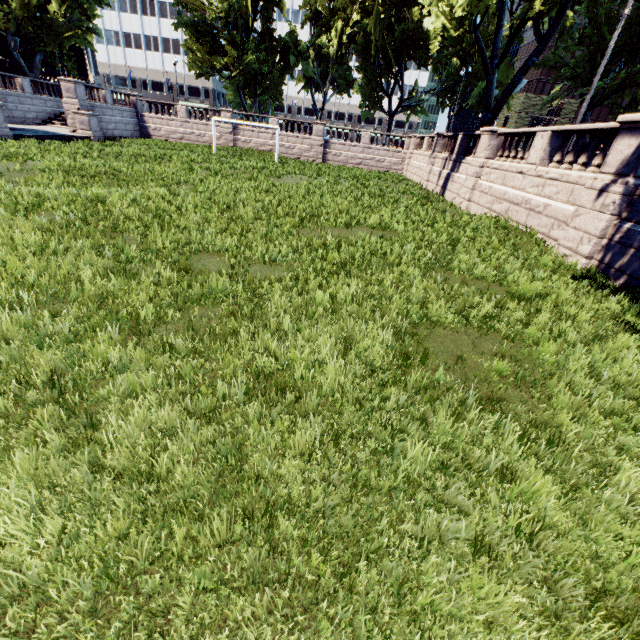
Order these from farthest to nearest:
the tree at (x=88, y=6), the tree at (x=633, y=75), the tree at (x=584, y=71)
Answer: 1. the tree at (x=88, y=6)
2. the tree at (x=584, y=71)
3. the tree at (x=633, y=75)

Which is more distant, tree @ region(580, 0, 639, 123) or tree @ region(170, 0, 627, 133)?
tree @ region(170, 0, 627, 133)

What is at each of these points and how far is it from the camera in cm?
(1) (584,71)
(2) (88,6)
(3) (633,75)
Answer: (1) tree, 2012
(2) tree, 3269
(3) tree, 1830

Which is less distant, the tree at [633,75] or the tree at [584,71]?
the tree at [633,75]

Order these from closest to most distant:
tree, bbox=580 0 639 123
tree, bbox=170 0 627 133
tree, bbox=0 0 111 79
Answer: tree, bbox=580 0 639 123 < tree, bbox=170 0 627 133 < tree, bbox=0 0 111 79
